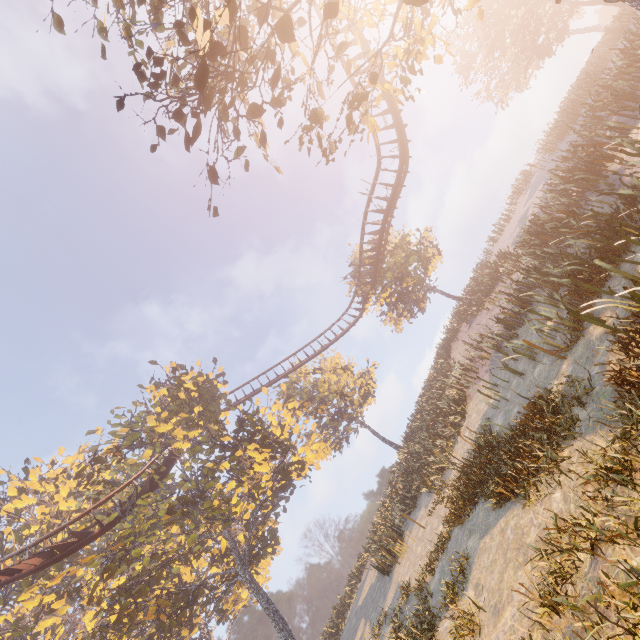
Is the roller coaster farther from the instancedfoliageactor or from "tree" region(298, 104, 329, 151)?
the instancedfoliageactor

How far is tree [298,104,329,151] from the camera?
8.1m

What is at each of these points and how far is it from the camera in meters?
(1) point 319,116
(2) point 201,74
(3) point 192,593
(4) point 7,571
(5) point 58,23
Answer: (1) tree, 8.2
(2) tree, 4.9
(3) instancedfoliageactor, 19.3
(4) roller coaster, 16.0
(5) tree, 7.7

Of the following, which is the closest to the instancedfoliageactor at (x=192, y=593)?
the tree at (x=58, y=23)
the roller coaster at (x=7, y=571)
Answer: the roller coaster at (x=7, y=571)

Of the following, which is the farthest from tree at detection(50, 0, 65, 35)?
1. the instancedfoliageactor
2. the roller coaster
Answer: the instancedfoliageactor

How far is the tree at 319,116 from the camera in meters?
8.1 m
